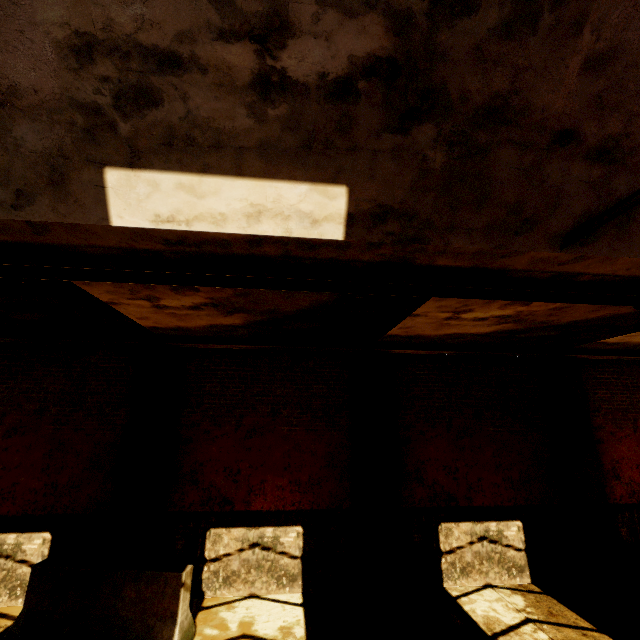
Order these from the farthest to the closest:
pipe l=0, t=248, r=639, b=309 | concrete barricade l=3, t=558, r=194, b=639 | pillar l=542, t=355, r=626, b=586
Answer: pillar l=542, t=355, r=626, b=586 < concrete barricade l=3, t=558, r=194, b=639 < pipe l=0, t=248, r=639, b=309

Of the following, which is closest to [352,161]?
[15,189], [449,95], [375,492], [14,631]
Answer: [449,95]

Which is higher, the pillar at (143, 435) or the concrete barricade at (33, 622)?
the pillar at (143, 435)

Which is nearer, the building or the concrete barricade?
the building

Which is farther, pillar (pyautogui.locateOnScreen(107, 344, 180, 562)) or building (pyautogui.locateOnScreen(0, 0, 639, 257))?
pillar (pyautogui.locateOnScreen(107, 344, 180, 562))

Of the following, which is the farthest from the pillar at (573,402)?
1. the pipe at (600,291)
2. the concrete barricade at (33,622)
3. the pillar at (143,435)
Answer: the pillar at (143,435)

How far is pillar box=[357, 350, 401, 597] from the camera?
6.51m

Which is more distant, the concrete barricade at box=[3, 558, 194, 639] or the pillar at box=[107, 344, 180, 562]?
the pillar at box=[107, 344, 180, 562]
